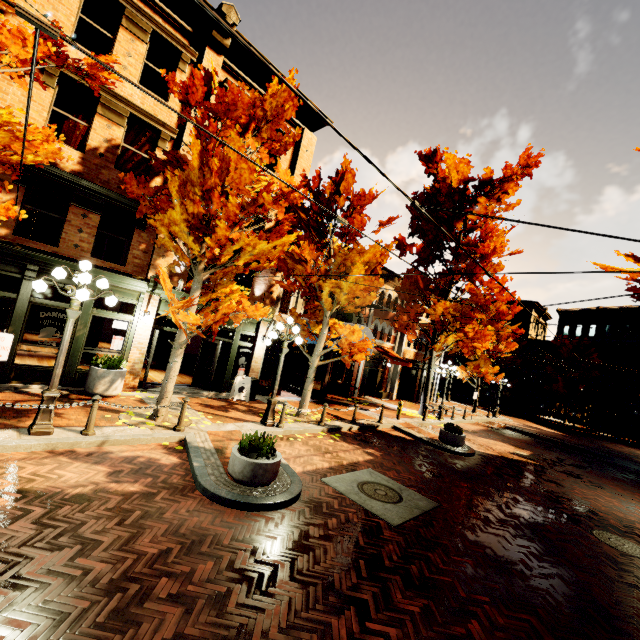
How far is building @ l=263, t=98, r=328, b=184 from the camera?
14.8m

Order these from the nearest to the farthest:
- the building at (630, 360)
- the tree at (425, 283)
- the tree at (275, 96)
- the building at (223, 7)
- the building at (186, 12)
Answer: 1. the tree at (275, 96)
2. the building at (186, 12)
3. the building at (223, 7)
4. the tree at (425, 283)
5. the building at (630, 360)

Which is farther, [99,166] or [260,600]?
[99,166]

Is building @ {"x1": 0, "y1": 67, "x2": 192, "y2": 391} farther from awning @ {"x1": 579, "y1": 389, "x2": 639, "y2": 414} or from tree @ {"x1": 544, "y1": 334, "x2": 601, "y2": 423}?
tree @ {"x1": 544, "y1": 334, "x2": 601, "y2": 423}

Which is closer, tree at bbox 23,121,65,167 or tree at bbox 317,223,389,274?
tree at bbox 23,121,65,167

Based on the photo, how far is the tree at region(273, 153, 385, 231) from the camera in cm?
1194

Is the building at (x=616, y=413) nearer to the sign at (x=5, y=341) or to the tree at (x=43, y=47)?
the tree at (x=43, y=47)

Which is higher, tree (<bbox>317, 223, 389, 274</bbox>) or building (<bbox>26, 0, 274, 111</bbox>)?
building (<bbox>26, 0, 274, 111</bbox>)
